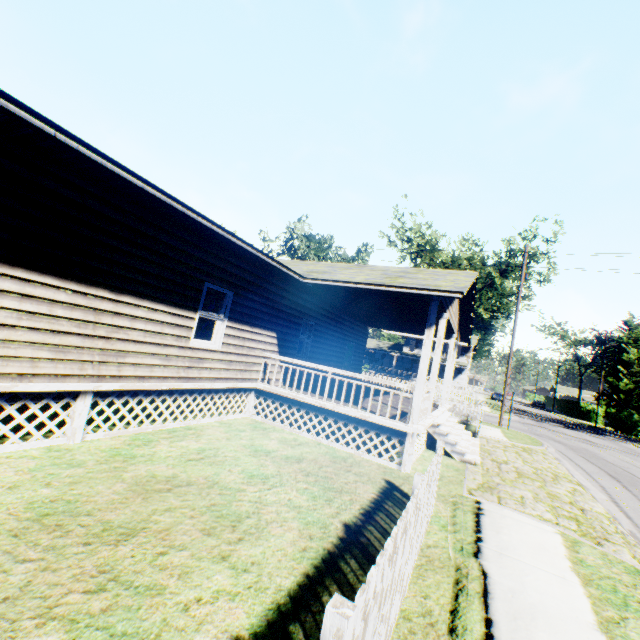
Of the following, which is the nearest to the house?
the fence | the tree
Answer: the fence

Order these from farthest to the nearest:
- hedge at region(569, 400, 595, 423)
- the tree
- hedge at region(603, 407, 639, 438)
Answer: hedge at region(569, 400, 595, 423) → hedge at region(603, 407, 639, 438) → the tree

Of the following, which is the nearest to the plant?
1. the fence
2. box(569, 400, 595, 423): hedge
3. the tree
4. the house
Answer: box(569, 400, 595, 423): hedge

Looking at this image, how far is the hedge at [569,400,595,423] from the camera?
49.0m

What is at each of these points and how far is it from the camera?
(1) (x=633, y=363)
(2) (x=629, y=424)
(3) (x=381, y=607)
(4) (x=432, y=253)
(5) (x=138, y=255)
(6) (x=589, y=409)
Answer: (1) plant, 50.50m
(2) hedge, 37.25m
(3) fence, 2.26m
(4) tree, 34.22m
(5) house, 6.24m
(6) hedge, 49.47m

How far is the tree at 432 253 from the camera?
33.1m

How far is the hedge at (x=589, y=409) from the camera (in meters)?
49.03

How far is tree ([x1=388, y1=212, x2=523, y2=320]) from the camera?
33.12m
